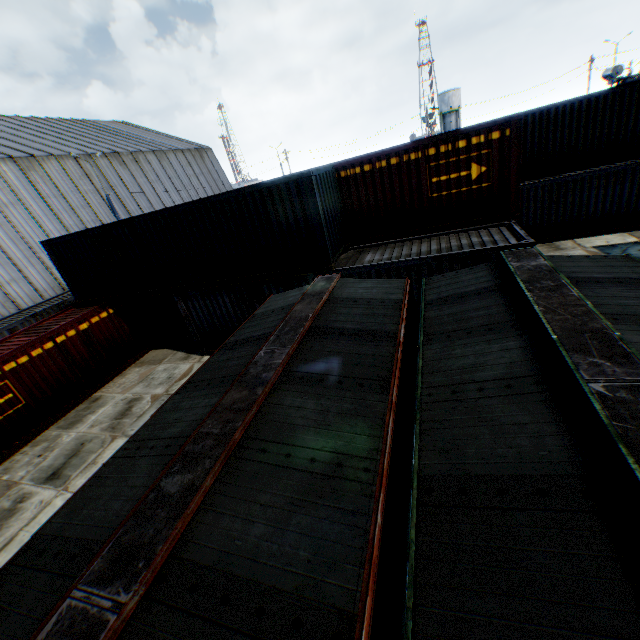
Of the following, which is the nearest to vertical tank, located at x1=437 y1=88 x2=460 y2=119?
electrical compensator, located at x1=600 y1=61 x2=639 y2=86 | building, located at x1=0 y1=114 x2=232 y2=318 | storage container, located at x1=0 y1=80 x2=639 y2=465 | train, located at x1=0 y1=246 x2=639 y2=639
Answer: electrical compensator, located at x1=600 y1=61 x2=639 y2=86

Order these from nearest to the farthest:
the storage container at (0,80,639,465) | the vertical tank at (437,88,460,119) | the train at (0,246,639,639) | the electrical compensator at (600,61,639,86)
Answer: the train at (0,246,639,639) < the storage container at (0,80,639,465) < the electrical compensator at (600,61,639,86) < the vertical tank at (437,88,460,119)

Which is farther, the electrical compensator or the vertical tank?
the vertical tank

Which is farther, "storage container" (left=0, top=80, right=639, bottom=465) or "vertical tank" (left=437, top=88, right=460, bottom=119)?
"vertical tank" (left=437, top=88, right=460, bottom=119)

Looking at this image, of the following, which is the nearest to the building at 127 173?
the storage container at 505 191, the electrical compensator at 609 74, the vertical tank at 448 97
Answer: the storage container at 505 191

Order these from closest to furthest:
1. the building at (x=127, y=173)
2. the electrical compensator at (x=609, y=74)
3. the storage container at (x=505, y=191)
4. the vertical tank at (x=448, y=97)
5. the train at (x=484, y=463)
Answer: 1. the train at (x=484, y=463)
2. the storage container at (x=505, y=191)
3. the building at (x=127, y=173)
4. the electrical compensator at (x=609, y=74)
5. the vertical tank at (x=448, y=97)

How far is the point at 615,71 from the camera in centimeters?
2469cm
